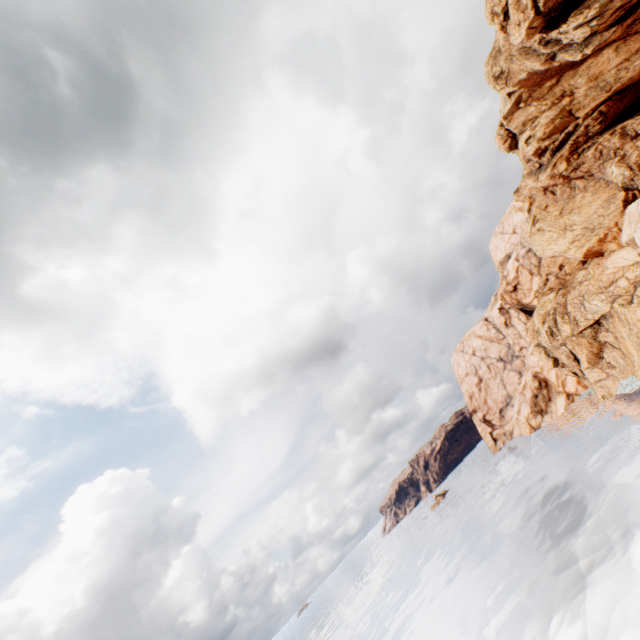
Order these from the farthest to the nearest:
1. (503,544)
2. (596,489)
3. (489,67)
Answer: (503,544)
(489,67)
(596,489)
